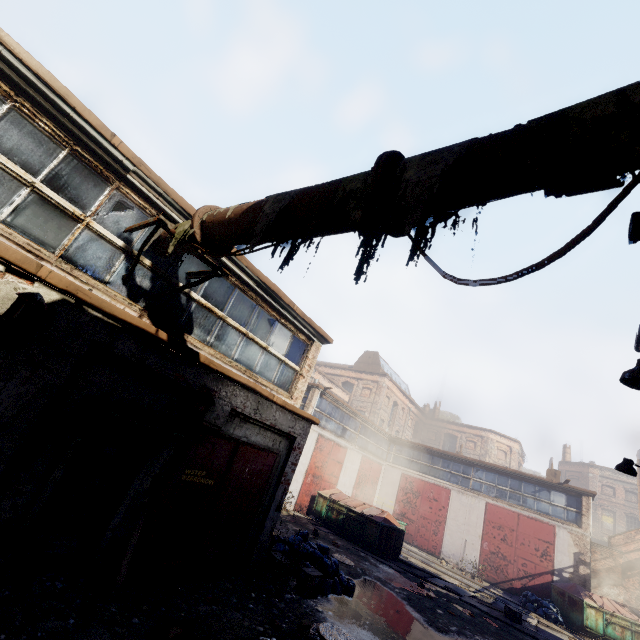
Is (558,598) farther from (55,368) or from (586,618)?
(55,368)

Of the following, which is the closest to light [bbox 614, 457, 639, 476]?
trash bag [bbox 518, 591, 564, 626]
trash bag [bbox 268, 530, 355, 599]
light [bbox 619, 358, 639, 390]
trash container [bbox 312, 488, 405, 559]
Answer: light [bbox 619, 358, 639, 390]

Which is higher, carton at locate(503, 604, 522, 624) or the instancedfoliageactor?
carton at locate(503, 604, 522, 624)

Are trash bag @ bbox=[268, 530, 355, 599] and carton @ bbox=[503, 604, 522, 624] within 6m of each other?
no

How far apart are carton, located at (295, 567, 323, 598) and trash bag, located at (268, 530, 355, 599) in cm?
26

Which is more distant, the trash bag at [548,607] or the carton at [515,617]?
the trash bag at [548,607]

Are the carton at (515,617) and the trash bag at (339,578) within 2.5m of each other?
no

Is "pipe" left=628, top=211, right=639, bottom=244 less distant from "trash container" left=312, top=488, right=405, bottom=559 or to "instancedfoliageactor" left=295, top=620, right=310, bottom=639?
"instancedfoliageactor" left=295, top=620, right=310, bottom=639
